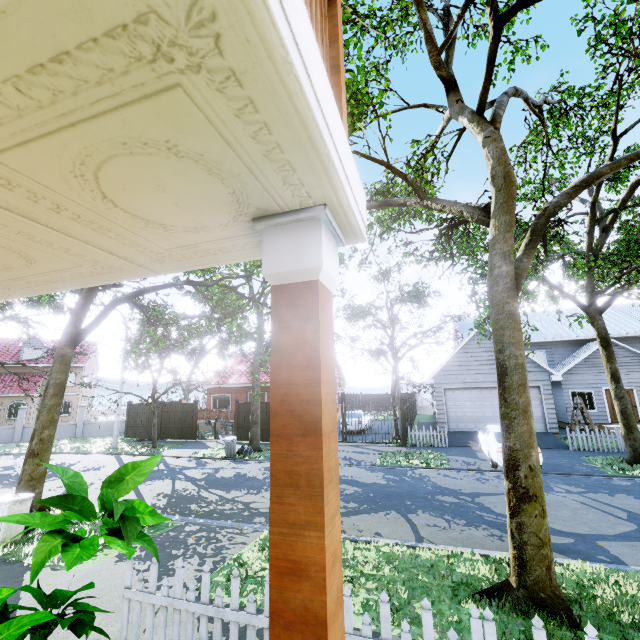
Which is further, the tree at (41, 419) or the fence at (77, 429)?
the fence at (77, 429)

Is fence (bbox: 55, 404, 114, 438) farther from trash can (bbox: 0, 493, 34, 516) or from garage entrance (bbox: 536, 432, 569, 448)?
trash can (bbox: 0, 493, 34, 516)

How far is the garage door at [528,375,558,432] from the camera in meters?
17.1 m

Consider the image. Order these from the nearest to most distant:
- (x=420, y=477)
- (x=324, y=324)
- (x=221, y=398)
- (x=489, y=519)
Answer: (x=324, y=324) → (x=489, y=519) → (x=420, y=477) → (x=221, y=398)

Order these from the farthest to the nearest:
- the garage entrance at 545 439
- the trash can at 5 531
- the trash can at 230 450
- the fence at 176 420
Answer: the fence at 176 420
the trash can at 230 450
the garage entrance at 545 439
the trash can at 5 531

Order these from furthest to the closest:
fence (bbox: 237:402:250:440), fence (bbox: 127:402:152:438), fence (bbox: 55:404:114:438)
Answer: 1. fence (bbox: 55:404:114:438)
2. fence (bbox: 127:402:152:438)
3. fence (bbox: 237:402:250:440)

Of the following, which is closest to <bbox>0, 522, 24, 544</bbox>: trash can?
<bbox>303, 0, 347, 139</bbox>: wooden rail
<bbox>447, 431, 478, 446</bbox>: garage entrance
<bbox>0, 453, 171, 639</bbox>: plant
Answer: <bbox>303, 0, 347, 139</bbox>: wooden rail

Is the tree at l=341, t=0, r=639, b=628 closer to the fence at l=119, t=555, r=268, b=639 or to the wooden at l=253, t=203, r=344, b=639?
the fence at l=119, t=555, r=268, b=639
